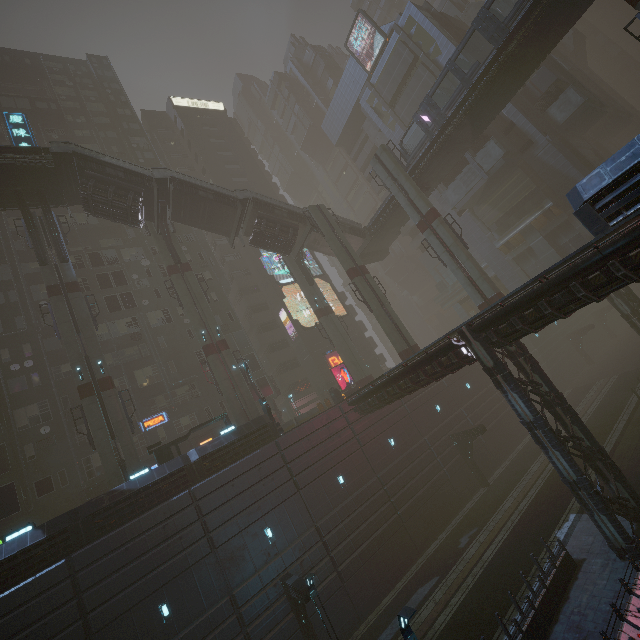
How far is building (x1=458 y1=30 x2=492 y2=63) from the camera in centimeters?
3594cm

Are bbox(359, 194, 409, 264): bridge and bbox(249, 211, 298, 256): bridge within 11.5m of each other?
yes

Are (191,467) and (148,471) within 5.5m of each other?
yes

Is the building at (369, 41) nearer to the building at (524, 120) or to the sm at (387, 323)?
the building at (524, 120)

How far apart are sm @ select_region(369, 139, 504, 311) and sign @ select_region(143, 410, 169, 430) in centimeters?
2887cm

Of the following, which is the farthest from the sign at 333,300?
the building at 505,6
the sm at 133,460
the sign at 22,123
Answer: the building at 505,6

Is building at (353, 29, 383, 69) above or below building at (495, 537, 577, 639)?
above

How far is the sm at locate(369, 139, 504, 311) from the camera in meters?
25.9 m
